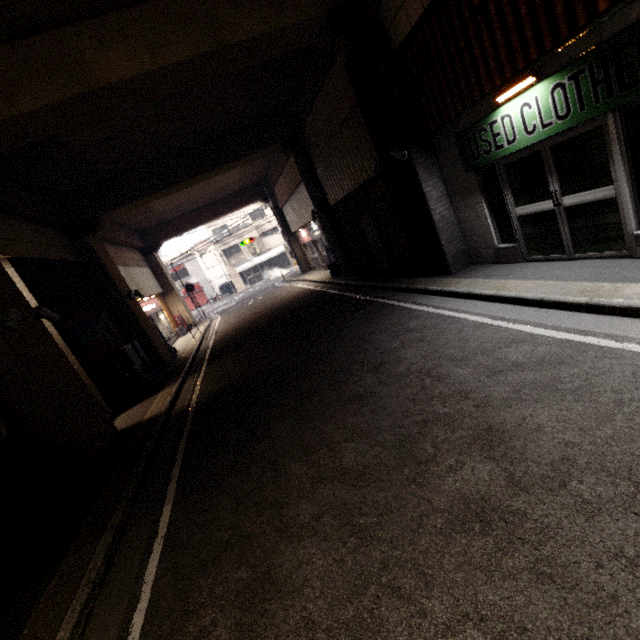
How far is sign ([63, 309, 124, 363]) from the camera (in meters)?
9.04

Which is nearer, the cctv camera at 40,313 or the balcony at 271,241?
the cctv camera at 40,313

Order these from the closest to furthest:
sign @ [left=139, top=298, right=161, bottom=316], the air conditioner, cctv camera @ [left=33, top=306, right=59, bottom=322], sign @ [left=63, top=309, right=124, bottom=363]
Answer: the air conditioner < cctv camera @ [left=33, top=306, right=59, bottom=322] < sign @ [left=63, top=309, right=124, bottom=363] < sign @ [left=139, top=298, right=161, bottom=316]

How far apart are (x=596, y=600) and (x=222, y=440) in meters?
4.6

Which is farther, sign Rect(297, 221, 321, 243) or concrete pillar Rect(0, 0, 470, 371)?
sign Rect(297, 221, 321, 243)

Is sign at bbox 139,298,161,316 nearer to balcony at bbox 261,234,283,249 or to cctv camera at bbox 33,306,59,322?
cctv camera at bbox 33,306,59,322

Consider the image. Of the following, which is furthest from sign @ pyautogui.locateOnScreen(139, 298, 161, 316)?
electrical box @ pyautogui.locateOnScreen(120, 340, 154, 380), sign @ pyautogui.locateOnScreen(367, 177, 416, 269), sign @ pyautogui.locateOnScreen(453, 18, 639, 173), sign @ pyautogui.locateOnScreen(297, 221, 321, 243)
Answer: sign @ pyautogui.locateOnScreen(453, 18, 639, 173)

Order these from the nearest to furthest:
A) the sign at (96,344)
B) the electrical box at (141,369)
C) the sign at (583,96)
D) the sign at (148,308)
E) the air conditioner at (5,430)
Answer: the sign at (583,96)
the air conditioner at (5,430)
the sign at (96,344)
the electrical box at (141,369)
the sign at (148,308)
